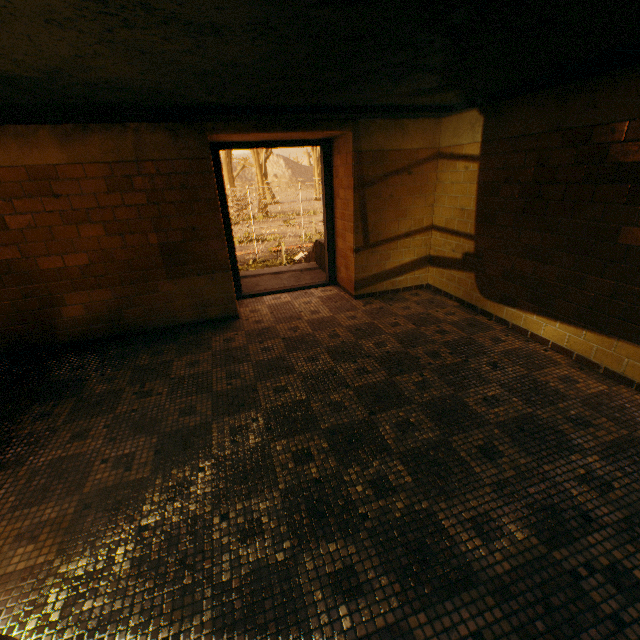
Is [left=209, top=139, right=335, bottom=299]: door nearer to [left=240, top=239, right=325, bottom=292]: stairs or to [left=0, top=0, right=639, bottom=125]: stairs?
[left=240, top=239, right=325, bottom=292]: stairs

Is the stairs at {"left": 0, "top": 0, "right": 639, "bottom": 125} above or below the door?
above

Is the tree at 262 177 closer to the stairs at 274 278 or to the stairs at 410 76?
the stairs at 274 278

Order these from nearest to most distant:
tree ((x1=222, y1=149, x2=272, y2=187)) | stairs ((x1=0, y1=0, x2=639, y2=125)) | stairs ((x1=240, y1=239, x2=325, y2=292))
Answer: stairs ((x1=0, y1=0, x2=639, y2=125))
stairs ((x1=240, y1=239, x2=325, y2=292))
tree ((x1=222, y1=149, x2=272, y2=187))

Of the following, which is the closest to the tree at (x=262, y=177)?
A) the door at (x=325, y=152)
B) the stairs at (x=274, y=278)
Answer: the stairs at (x=274, y=278)

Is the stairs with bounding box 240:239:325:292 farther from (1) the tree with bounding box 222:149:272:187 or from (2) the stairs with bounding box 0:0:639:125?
(1) the tree with bounding box 222:149:272:187

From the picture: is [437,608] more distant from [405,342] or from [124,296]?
[124,296]

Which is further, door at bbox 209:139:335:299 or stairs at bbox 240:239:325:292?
stairs at bbox 240:239:325:292
